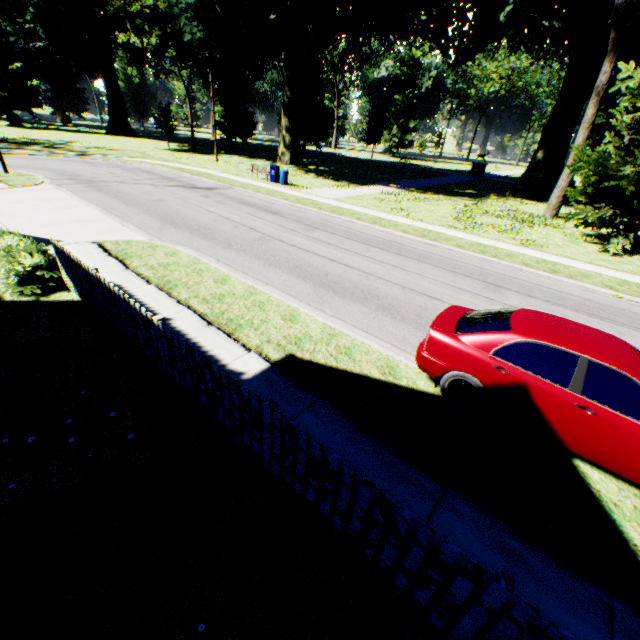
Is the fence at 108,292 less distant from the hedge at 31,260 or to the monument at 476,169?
the hedge at 31,260

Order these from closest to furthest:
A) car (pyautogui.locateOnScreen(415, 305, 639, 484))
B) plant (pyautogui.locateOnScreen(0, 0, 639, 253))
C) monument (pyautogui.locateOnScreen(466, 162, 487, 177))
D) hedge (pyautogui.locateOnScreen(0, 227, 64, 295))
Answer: car (pyautogui.locateOnScreen(415, 305, 639, 484))
hedge (pyautogui.locateOnScreen(0, 227, 64, 295))
plant (pyautogui.locateOnScreen(0, 0, 639, 253))
monument (pyautogui.locateOnScreen(466, 162, 487, 177))

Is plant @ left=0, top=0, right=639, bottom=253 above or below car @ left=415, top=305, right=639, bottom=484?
above

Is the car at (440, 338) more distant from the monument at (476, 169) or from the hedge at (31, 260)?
the monument at (476, 169)

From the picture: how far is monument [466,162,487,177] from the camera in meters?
45.4

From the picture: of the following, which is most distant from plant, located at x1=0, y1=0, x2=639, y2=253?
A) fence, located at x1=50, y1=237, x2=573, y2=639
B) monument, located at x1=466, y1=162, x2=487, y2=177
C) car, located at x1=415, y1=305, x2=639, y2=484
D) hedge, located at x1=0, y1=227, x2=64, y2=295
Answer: car, located at x1=415, y1=305, x2=639, y2=484

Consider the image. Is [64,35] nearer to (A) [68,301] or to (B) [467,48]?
(B) [467,48]

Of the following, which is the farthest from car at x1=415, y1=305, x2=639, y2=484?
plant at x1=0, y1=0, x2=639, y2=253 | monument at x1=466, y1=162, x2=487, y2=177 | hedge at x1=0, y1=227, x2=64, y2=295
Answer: monument at x1=466, y1=162, x2=487, y2=177
